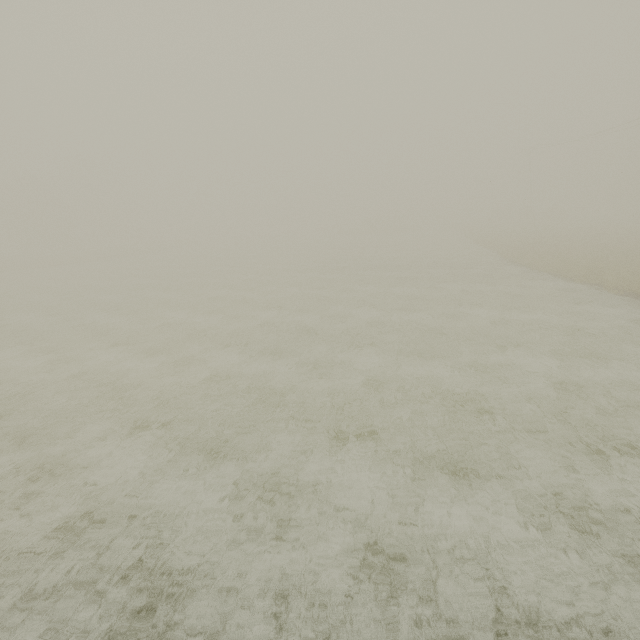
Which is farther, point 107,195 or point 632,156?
point 107,195
